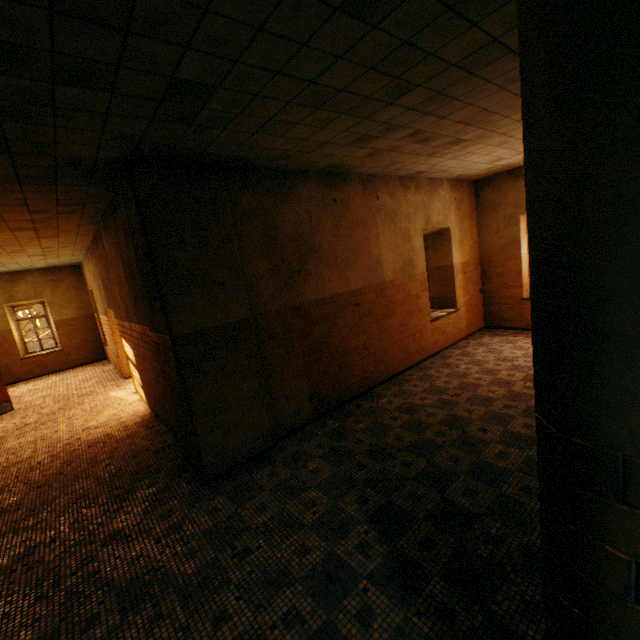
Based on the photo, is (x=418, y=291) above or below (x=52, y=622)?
above
